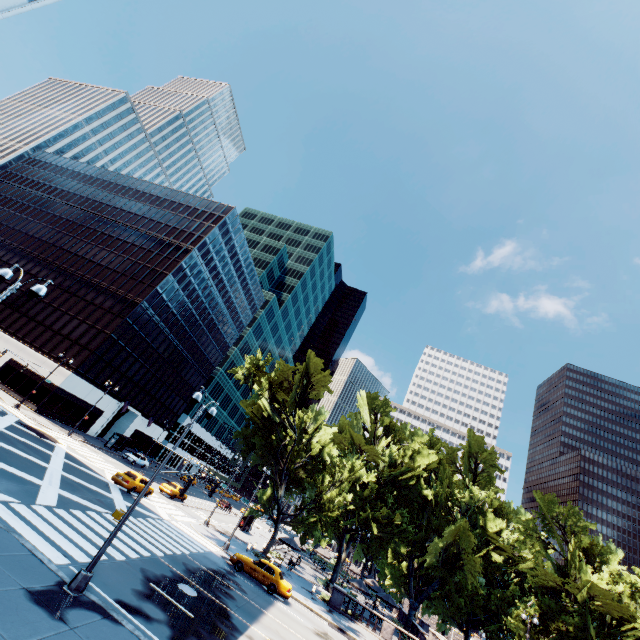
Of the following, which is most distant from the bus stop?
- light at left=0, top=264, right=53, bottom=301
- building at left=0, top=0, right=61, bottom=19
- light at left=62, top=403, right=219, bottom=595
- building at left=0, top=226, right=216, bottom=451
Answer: light at left=0, top=264, right=53, bottom=301

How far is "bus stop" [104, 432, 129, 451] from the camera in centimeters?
4719cm

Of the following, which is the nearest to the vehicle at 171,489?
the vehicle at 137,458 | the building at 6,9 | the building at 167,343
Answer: the vehicle at 137,458

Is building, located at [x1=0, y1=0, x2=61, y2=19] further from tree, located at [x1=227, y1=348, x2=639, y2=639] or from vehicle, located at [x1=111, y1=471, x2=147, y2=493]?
tree, located at [x1=227, y1=348, x2=639, y2=639]

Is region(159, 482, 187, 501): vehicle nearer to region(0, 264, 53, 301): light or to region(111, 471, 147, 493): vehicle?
region(111, 471, 147, 493): vehicle

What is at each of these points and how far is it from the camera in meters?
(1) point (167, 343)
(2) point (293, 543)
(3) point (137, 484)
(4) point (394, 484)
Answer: (1) building, 59.1 m
(2) umbrella, 36.3 m
(3) vehicle, 29.0 m
(4) tree, 43.3 m

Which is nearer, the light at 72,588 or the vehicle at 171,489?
the light at 72,588

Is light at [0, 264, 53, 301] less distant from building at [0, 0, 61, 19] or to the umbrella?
building at [0, 0, 61, 19]
